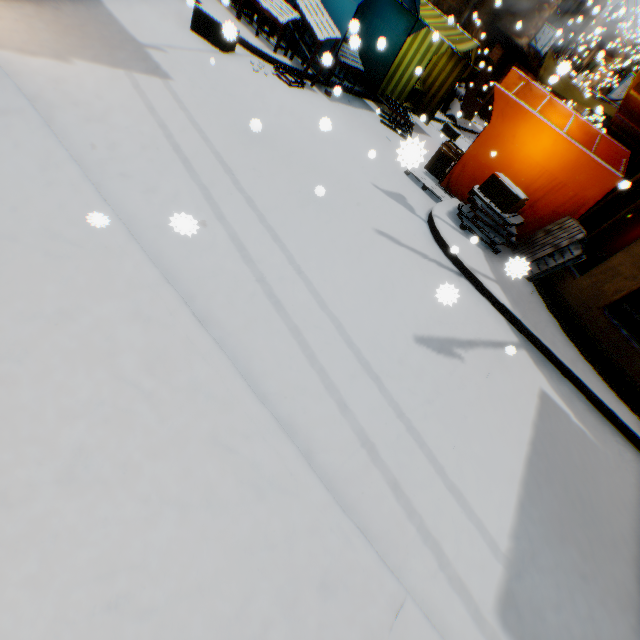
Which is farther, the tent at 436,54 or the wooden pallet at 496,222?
the tent at 436,54

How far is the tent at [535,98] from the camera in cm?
676

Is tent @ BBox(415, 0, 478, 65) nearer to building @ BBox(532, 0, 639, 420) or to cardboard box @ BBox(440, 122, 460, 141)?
building @ BBox(532, 0, 639, 420)

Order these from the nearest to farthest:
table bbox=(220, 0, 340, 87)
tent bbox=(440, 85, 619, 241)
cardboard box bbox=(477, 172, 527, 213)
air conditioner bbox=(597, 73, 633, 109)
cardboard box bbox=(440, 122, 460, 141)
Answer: cardboard box bbox=(477, 172, 527, 213) → tent bbox=(440, 85, 619, 241) → table bbox=(220, 0, 340, 87) → air conditioner bbox=(597, 73, 633, 109) → cardboard box bbox=(440, 122, 460, 141)

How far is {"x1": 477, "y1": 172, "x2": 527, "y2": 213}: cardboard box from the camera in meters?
5.9

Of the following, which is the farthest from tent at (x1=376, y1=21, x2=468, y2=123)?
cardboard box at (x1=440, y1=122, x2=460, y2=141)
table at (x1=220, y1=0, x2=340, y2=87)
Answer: cardboard box at (x1=440, y1=122, x2=460, y2=141)

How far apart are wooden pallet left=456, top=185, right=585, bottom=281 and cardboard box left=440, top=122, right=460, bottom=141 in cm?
901

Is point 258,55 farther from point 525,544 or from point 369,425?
point 525,544
